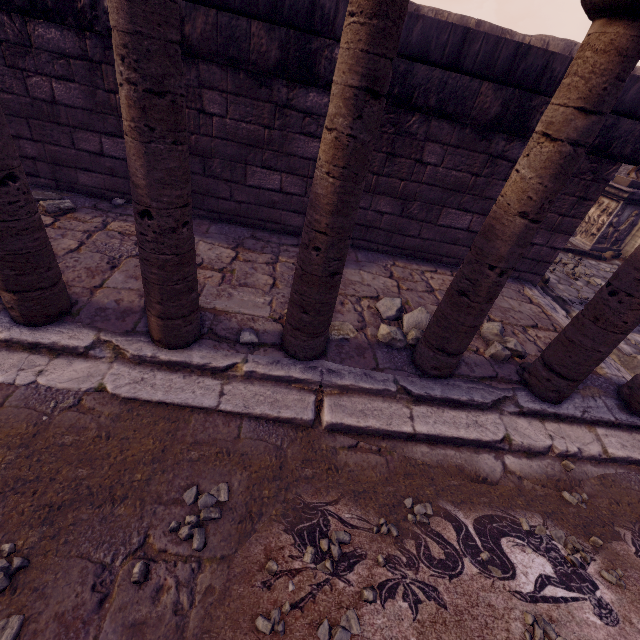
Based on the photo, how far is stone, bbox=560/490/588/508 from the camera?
2.4 meters

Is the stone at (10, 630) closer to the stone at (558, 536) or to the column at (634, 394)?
the stone at (558, 536)

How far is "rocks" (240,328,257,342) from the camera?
2.7 meters

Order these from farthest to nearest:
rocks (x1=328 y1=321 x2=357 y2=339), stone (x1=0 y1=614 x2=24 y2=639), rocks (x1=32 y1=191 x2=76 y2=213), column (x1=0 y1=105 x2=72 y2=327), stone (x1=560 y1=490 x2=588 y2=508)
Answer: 1. rocks (x1=32 y1=191 x2=76 y2=213)
2. rocks (x1=328 y1=321 x2=357 y2=339)
3. stone (x1=560 y1=490 x2=588 y2=508)
4. column (x1=0 y1=105 x2=72 y2=327)
5. stone (x1=0 y1=614 x2=24 y2=639)

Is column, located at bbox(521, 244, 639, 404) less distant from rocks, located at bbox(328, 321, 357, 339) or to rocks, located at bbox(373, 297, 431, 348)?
rocks, located at bbox(373, 297, 431, 348)

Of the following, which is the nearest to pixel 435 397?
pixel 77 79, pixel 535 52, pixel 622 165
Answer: pixel 535 52

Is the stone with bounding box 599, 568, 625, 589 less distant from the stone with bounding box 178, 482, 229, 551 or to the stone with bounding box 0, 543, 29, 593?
the stone with bounding box 178, 482, 229, 551

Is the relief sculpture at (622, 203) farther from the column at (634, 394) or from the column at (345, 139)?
the column at (345, 139)
